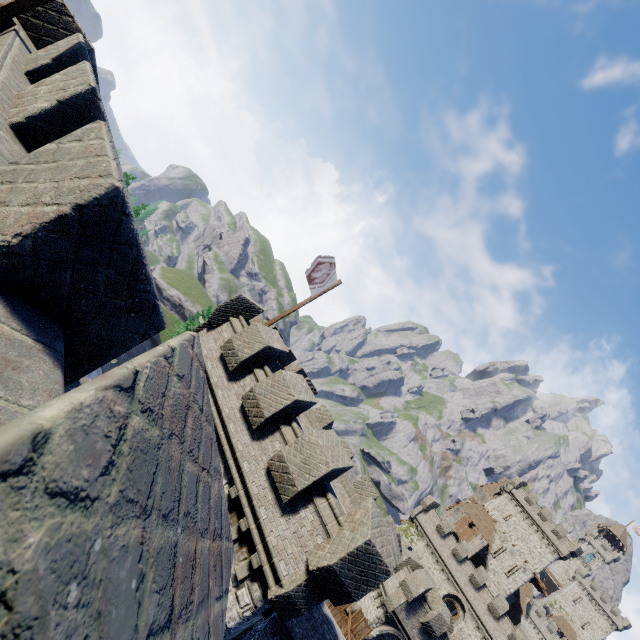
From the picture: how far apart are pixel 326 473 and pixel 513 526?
59.2 meters

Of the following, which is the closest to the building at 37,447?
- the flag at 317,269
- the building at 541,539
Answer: the flag at 317,269

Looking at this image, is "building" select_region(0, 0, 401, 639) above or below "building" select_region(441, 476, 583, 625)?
below

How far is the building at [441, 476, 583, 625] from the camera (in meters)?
47.97

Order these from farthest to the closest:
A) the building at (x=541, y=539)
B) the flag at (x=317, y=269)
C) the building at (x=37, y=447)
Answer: the building at (x=541, y=539), the flag at (x=317, y=269), the building at (x=37, y=447)

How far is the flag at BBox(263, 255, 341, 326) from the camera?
13.0 meters

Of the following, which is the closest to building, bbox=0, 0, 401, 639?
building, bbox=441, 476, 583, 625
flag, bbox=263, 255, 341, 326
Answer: flag, bbox=263, 255, 341, 326

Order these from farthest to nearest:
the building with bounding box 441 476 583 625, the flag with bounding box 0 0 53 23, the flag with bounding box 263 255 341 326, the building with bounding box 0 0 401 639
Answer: the building with bounding box 441 476 583 625
the flag with bounding box 263 255 341 326
the flag with bounding box 0 0 53 23
the building with bounding box 0 0 401 639
